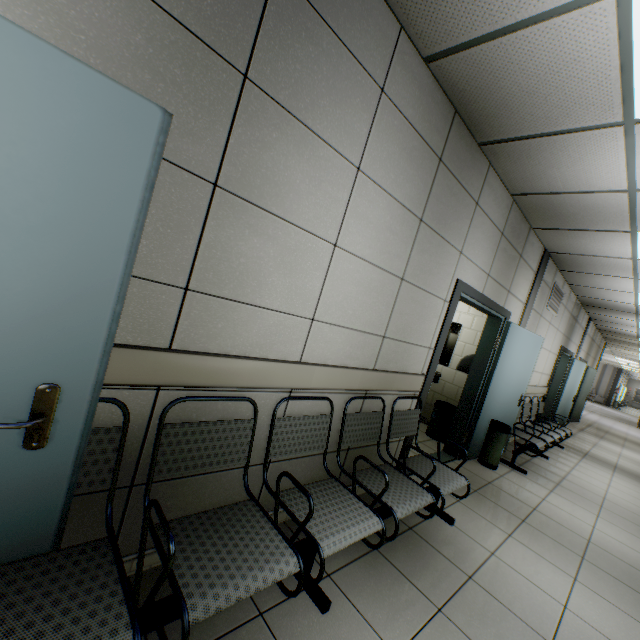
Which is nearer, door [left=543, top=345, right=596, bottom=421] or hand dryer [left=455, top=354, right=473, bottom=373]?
hand dryer [left=455, top=354, right=473, bottom=373]

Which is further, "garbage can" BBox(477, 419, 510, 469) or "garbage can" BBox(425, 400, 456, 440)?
"garbage can" BBox(425, 400, 456, 440)

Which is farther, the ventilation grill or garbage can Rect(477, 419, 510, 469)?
the ventilation grill

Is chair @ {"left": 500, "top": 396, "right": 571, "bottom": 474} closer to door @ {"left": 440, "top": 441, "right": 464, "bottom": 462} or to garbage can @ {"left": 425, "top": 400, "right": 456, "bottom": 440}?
door @ {"left": 440, "top": 441, "right": 464, "bottom": 462}

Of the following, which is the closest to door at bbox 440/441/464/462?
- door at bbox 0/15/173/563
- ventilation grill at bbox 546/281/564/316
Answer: ventilation grill at bbox 546/281/564/316

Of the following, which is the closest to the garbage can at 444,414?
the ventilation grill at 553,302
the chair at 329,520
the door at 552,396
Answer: the chair at 329,520

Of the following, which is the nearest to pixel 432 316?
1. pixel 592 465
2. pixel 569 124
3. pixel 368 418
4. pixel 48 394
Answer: pixel 368 418

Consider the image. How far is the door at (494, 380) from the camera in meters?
3.3
